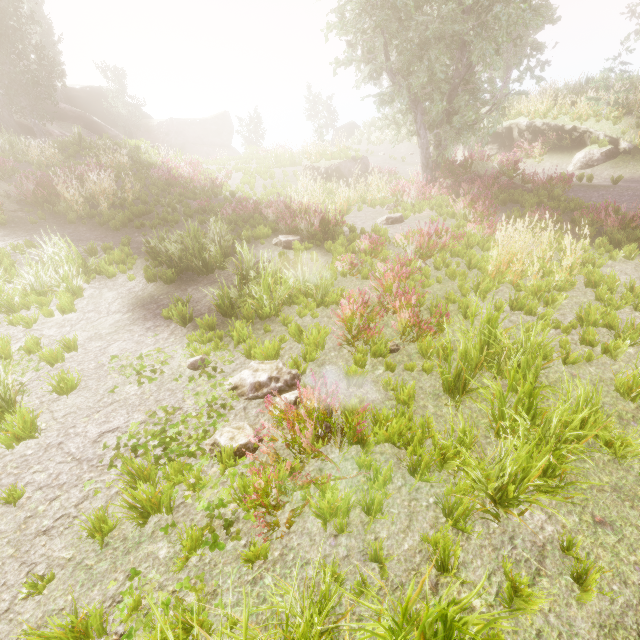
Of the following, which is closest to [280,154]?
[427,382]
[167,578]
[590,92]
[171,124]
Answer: [590,92]

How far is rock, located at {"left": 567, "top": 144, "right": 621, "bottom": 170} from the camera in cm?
1405

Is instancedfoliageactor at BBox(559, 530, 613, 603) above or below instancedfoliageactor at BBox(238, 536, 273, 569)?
below

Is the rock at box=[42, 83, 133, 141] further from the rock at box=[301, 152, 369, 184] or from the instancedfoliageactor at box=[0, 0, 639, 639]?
the rock at box=[301, 152, 369, 184]

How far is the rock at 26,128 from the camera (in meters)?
24.75

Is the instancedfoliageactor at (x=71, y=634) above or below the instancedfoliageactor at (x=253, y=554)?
above

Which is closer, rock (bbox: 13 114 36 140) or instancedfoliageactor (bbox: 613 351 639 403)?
instancedfoliageactor (bbox: 613 351 639 403)
